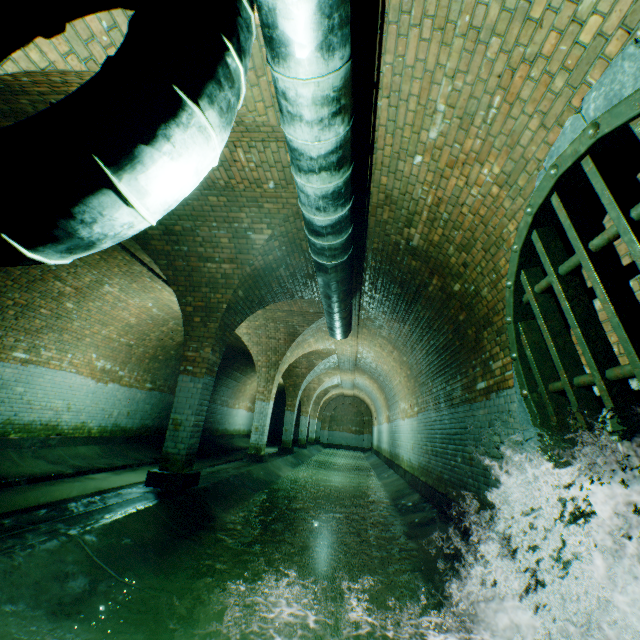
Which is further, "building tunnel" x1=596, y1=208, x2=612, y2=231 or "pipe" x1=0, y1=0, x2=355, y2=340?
"building tunnel" x1=596, y1=208, x2=612, y2=231

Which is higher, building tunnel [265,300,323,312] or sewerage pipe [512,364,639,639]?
building tunnel [265,300,323,312]

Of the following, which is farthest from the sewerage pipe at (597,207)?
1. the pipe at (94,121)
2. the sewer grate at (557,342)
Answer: the pipe at (94,121)

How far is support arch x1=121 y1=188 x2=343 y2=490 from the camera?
5.14m

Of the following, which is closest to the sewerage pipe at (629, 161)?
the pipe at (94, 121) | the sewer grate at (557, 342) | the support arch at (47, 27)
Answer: the sewer grate at (557, 342)

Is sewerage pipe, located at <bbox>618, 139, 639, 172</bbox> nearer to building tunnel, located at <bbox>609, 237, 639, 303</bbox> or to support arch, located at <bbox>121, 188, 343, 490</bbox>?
building tunnel, located at <bbox>609, 237, 639, 303</bbox>

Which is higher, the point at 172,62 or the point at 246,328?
the point at 246,328

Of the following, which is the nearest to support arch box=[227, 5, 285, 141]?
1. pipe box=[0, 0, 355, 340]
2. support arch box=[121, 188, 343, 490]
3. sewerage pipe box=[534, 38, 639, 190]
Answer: pipe box=[0, 0, 355, 340]
